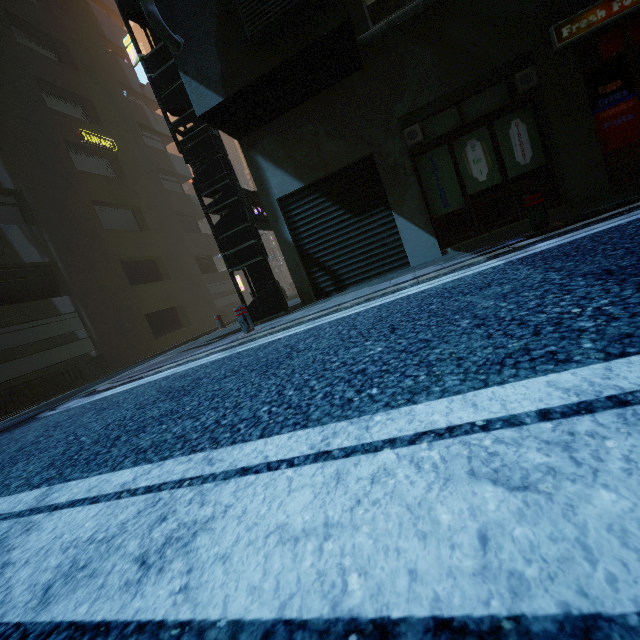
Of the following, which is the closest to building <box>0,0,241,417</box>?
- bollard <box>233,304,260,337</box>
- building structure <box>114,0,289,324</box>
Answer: building structure <box>114,0,289,324</box>

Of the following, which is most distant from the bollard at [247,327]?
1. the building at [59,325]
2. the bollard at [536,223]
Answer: the bollard at [536,223]

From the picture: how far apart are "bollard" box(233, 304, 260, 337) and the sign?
16.9 meters

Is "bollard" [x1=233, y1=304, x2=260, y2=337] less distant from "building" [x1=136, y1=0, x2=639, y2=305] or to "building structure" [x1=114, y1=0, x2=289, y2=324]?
"building structure" [x1=114, y1=0, x2=289, y2=324]

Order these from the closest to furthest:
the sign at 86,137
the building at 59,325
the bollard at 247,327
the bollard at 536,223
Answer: the bollard at 536,223 → the bollard at 247,327 → the building at 59,325 → the sign at 86,137

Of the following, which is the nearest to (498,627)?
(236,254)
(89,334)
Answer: (236,254)

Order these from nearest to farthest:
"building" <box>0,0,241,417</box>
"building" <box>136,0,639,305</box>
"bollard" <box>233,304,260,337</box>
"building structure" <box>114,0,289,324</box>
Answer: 1. "building" <box>136,0,639,305</box>
2. "bollard" <box>233,304,260,337</box>
3. "building structure" <box>114,0,289,324</box>
4. "building" <box>0,0,241,417</box>

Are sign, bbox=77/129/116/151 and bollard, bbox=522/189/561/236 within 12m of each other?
no
